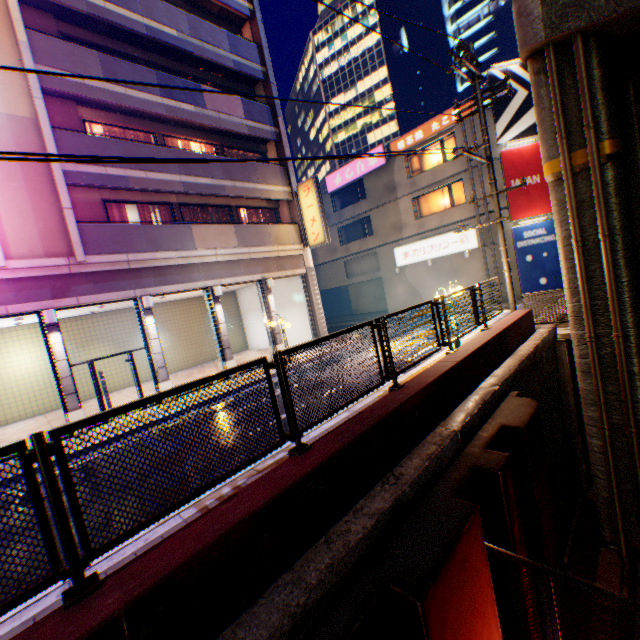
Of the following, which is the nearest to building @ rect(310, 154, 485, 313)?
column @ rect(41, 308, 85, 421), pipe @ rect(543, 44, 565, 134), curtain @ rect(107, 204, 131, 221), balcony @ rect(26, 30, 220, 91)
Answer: balcony @ rect(26, 30, 220, 91)

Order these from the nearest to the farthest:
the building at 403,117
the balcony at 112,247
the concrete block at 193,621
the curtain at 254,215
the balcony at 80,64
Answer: the concrete block at 193,621, the balcony at 80,64, the balcony at 112,247, the curtain at 254,215, the building at 403,117

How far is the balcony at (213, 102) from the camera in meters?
12.9

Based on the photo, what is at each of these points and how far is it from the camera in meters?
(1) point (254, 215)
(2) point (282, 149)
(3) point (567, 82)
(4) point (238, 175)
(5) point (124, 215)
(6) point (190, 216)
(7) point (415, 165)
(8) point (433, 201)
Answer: (1) curtain, 17.7 m
(2) concrete block, 17.4 m
(3) overpass support, 8.0 m
(4) balcony, 15.3 m
(5) curtain, 13.3 m
(6) curtain, 15.2 m
(7) window glass, 23.3 m
(8) window glass, 22.9 m

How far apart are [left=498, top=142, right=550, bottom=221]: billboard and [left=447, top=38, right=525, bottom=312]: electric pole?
10.0m

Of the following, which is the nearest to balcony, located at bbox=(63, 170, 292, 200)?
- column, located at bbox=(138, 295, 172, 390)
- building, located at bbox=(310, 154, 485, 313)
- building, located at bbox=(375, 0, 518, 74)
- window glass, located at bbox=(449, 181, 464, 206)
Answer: column, located at bbox=(138, 295, 172, 390)

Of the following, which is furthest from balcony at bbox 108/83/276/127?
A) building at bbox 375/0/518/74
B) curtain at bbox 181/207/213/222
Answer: building at bbox 375/0/518/74

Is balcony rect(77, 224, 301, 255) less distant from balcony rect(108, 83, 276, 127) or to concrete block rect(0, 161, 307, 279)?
concrete block rect(0, 161, 307, 279)
